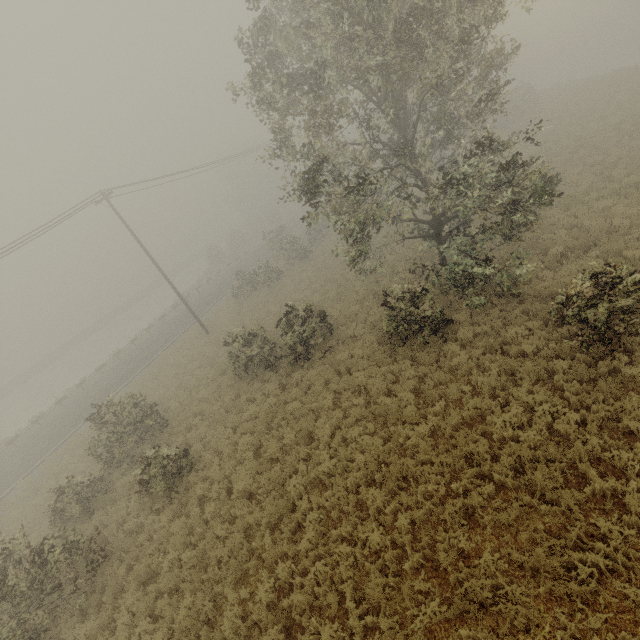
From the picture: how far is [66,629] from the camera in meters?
10.0 m
